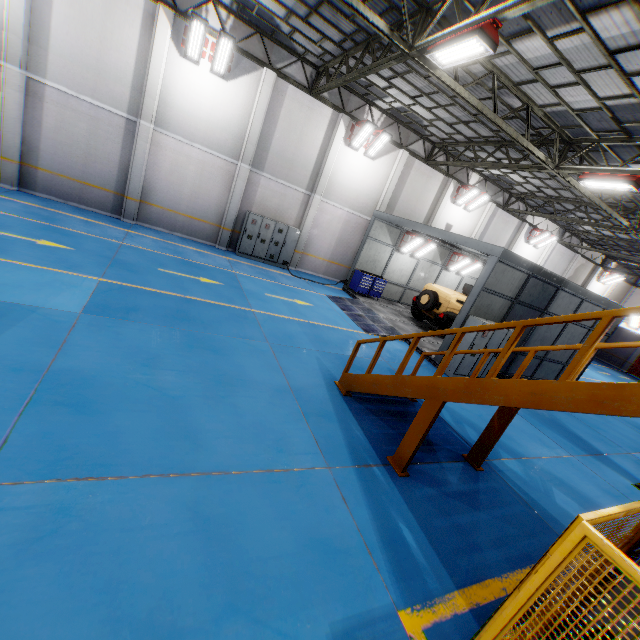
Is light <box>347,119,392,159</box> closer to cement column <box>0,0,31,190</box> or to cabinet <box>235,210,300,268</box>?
cabinet <box>235,210,300,268</box>

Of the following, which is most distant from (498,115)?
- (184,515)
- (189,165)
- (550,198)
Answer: (184,515)

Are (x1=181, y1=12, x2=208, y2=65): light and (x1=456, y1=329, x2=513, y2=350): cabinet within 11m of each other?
no

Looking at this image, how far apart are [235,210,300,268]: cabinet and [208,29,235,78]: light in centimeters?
520cm

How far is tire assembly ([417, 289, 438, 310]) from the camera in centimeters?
1488cm

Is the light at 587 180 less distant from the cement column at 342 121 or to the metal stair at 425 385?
the metal stair at 425 385

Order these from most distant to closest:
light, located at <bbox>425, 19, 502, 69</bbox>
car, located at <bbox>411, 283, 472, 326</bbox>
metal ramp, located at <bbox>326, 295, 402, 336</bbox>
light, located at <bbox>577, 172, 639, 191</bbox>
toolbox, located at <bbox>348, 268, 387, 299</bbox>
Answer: toolbox, located at <bbox>348, 268, 387, 299</bbox> < car, located at <bbox>411, 283, 472, 326</bbox> < metal ramp, located at <bbox>326, 295, 402, 336</bbox> < light, located at <bbox>577, 172, 639, 191</bbox> < light, located at <bbox>425, 19, 502, 69</bbox>

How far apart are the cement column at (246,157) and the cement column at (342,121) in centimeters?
324cm
